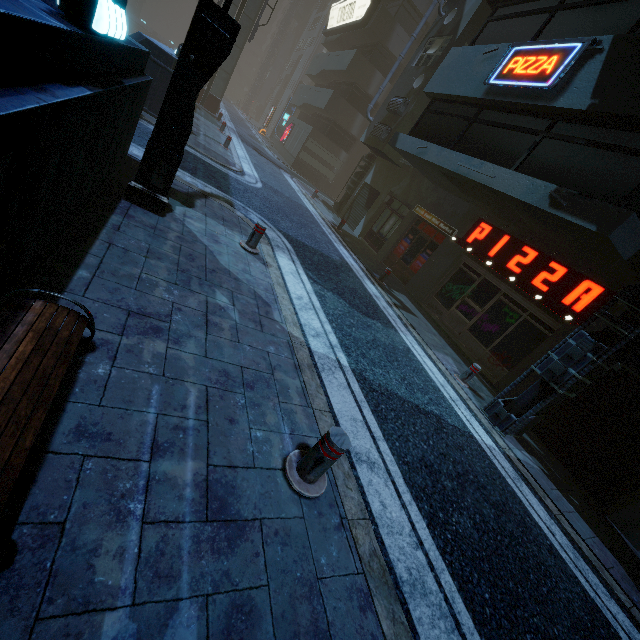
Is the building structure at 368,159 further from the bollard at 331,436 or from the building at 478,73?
the bollard at 331,436

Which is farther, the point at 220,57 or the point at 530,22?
the point at 530,22

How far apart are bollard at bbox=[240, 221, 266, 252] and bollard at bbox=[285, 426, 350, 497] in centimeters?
457cm

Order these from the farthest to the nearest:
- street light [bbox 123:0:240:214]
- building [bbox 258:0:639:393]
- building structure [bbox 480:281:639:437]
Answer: building [bbox 258:0:639:393]
building structure [bbox 480:281:639:437]
street light [bbox 123:0:240:214]

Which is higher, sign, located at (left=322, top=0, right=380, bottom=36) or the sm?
sign, located at (left=322, top=0, right=380, bottom=36)

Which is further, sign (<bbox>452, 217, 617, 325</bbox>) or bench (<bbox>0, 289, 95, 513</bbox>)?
sign (<bbox>452, 217, 617, 325</bbox>)

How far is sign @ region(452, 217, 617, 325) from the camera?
7.88m

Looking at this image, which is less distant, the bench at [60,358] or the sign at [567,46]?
the bench at [60,358]
